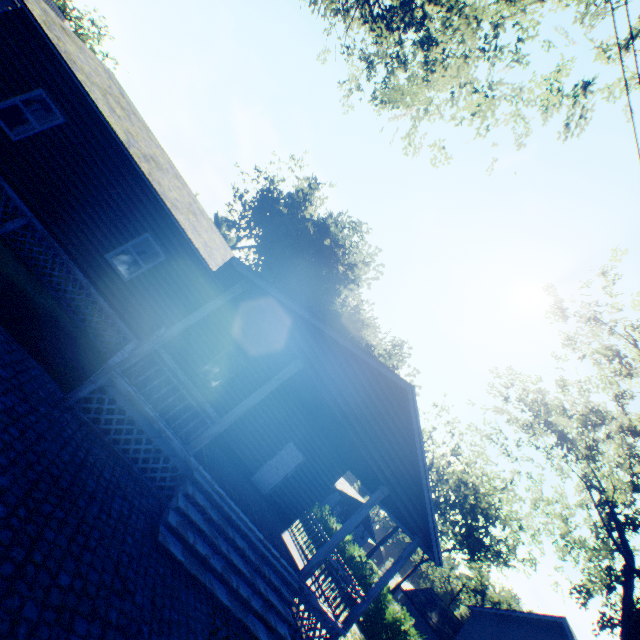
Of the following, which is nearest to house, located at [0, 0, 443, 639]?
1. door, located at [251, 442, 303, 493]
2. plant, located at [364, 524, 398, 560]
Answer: door, located at [251, 442, 303, 493]

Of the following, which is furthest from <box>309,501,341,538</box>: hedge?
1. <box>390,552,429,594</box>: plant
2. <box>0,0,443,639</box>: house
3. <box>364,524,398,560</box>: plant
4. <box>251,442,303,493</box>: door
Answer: <box>390,552,429,594</box>: plant

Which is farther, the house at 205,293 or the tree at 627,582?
the tree at 627,582

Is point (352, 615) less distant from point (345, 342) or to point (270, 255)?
point (345, 342)

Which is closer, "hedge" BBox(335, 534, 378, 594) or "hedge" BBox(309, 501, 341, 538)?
"hedge" BBox(335, 534, 378, 594)

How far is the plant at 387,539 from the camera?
45.91m

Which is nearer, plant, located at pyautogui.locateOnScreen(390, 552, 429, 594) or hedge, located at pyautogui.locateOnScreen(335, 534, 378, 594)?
hedge, located at pyautogui.locateOnScreen(335, 534, 378, 594)

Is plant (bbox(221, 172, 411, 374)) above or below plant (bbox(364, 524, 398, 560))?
above
